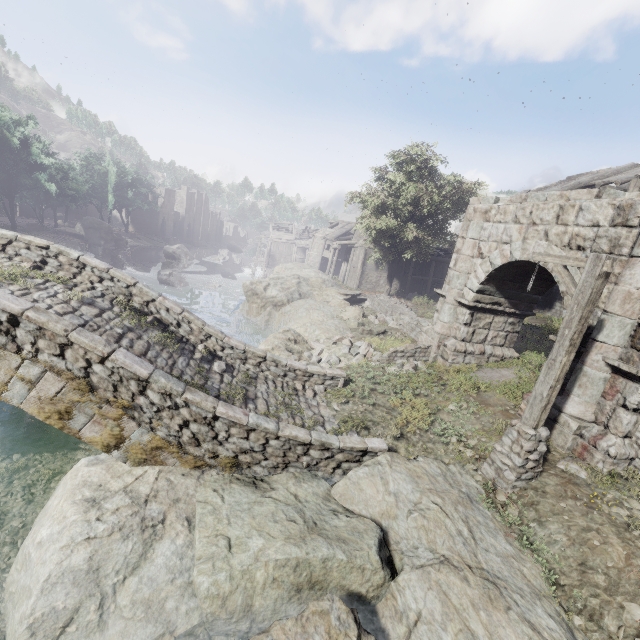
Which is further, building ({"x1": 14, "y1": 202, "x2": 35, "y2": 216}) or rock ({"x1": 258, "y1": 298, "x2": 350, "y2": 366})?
building ({"x1": 14, "y1": 202, "x2": 35, "y2": 216})

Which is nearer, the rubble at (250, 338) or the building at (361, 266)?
the rubble at (250, 338)

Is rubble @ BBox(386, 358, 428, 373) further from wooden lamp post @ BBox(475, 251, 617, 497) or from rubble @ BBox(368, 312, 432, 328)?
wooden lamp post @ BBox(475, 251, 617, 497)

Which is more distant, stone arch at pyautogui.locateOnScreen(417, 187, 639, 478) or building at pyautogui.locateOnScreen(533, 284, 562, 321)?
Result: building at pyautogui.locateOnScreen(533, 284, 562, 321)

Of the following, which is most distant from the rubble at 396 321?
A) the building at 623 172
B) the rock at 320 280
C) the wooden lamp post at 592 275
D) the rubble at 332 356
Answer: the wooden lamp post at 592 275

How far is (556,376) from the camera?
6.3m

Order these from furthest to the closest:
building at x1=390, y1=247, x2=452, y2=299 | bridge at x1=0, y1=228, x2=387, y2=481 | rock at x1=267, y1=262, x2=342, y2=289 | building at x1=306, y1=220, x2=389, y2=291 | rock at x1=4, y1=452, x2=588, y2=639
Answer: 1. building at x1=306, y1=220, x2=389, y2=291
2. building at x1=390, y1=247, x2=452, y2=299
3. rock at x1=267, y1=262, x2=342, y2=289
4. bridge at x1=0, y1=228, x2=387, y2=481
5. rock at x1=4, y1=452, x2=588, y2=639

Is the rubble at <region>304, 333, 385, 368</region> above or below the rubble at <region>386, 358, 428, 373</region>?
below
